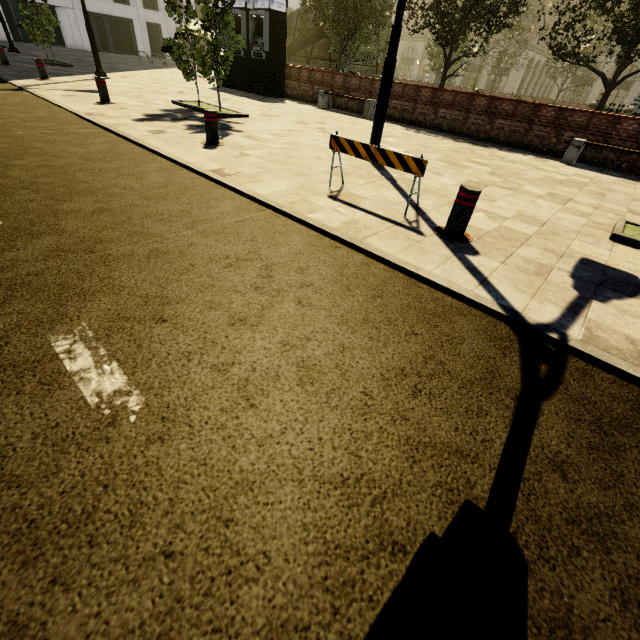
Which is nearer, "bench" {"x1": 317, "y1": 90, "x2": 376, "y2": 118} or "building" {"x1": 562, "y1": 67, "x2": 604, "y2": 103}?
"bench" {"x1": 317, "y1": 90, "x2": 376, "y2": 118}

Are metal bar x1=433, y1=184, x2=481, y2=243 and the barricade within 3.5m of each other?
yes

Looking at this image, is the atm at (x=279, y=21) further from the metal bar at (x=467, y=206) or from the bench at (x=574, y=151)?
the metal bar at (x=467, y=206)

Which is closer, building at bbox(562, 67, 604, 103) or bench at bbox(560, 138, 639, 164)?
bench at bbox(560, 138, 639, 164)

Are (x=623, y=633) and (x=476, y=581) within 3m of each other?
yes

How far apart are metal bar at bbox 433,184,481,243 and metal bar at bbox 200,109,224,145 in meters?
4.5

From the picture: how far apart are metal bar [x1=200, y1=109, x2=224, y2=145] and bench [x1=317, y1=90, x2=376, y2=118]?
8.12m

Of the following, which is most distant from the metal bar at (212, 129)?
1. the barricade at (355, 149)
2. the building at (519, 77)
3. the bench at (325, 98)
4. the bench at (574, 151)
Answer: the building at (519, 77)
